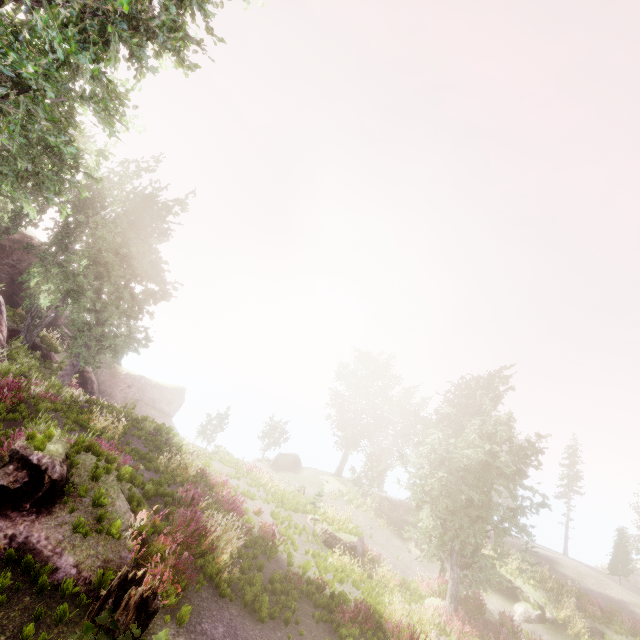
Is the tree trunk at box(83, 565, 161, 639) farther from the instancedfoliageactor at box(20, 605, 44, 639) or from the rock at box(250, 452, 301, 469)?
the rock at box(250, 452, 301, 469)

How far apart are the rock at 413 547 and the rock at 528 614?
5.9m

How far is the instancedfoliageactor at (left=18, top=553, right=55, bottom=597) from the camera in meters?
6.1 m

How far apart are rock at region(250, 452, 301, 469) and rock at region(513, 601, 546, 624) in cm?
2311

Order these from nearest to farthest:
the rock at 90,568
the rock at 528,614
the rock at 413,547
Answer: the rock at 90,568 < the rock at 528,614 < the rock at 413,547

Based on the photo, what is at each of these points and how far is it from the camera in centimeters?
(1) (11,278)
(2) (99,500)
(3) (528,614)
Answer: (1) rock, 2747cm
(2) instancedfoliageactor, 777cm
(3) rock, 1917cm

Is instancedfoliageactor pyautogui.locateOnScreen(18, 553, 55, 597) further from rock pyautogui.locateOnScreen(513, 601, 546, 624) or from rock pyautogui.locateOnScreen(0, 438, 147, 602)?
rock pyautogui.locateOnScreen(513, 601, 546, 624)

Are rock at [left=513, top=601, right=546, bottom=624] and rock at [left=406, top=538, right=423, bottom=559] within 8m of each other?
yes
